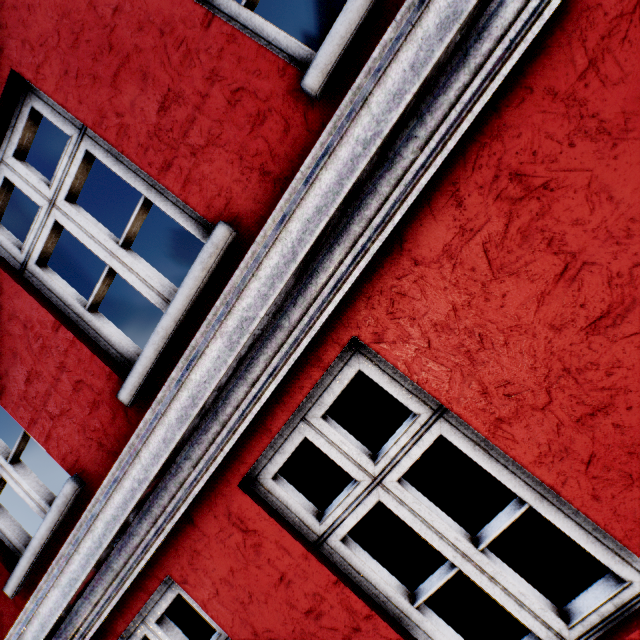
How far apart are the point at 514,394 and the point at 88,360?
2.4m
